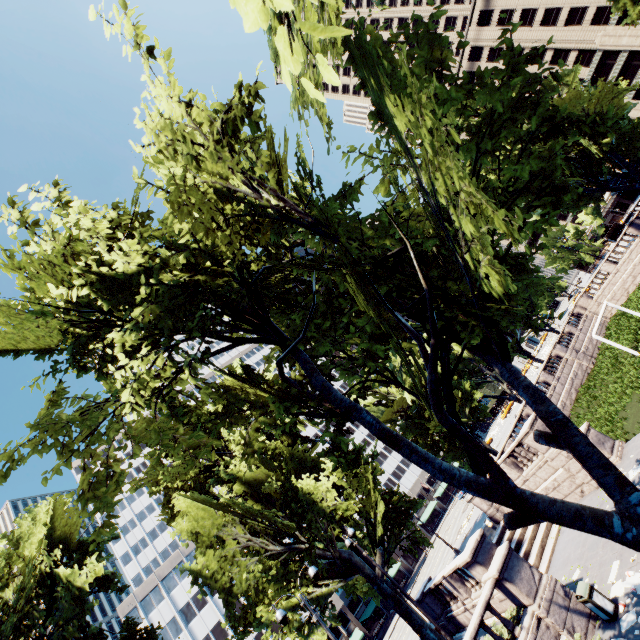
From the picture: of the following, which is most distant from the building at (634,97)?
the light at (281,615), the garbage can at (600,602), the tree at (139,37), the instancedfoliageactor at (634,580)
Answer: the light at (281,615)

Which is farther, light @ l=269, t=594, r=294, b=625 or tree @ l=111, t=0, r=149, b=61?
light @ l=269, t=594, r=294, b=625

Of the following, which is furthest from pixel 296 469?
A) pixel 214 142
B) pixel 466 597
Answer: pixel 214 142

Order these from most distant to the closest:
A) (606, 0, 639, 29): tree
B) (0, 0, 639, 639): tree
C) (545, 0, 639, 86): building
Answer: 1. (545, 0, 639, 86): building
2. (606, 0, 639, 29): tree
3. (0, 0, 639, 639): tree

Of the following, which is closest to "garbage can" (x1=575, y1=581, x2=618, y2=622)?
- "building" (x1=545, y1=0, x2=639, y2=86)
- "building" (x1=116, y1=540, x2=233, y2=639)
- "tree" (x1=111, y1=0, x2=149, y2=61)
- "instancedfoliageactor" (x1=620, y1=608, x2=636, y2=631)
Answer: "instancedfoliageactor" (x1=620, y1=608, x2=636, y2=631)

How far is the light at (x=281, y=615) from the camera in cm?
1243

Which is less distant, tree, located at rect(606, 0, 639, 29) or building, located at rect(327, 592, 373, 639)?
tree, located at rect(606, 0, 639, 29)

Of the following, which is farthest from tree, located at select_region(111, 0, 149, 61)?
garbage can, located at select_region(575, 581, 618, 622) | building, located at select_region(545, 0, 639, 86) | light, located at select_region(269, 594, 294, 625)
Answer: building, located at select_region(545, 0, 639, 86)
